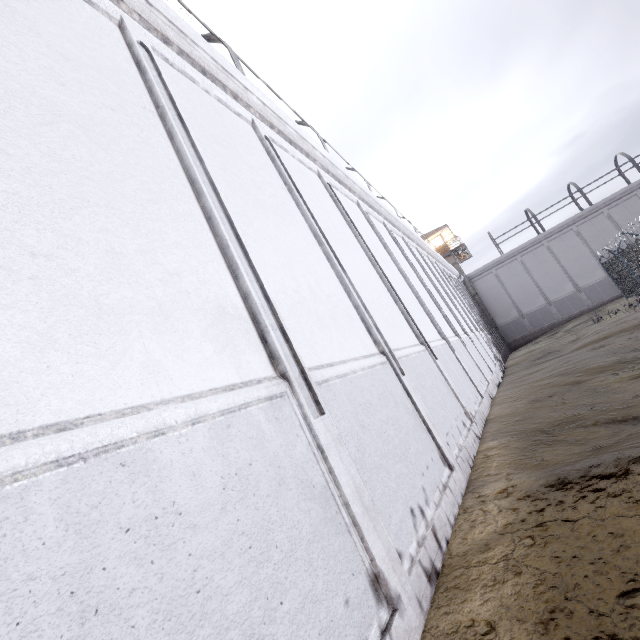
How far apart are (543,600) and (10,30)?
5.9m
